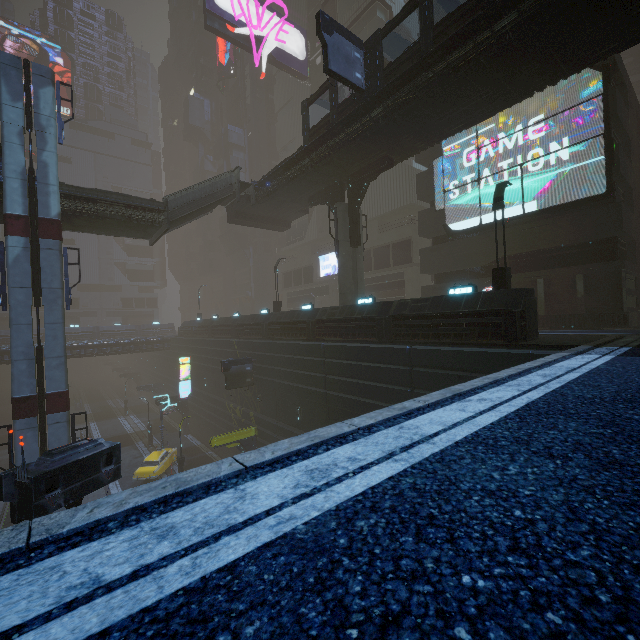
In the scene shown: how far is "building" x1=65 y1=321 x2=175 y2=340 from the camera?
50.2m

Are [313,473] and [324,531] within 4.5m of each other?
yes

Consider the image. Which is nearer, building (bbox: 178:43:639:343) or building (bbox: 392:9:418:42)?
building (bbox: 178:43:639:343)

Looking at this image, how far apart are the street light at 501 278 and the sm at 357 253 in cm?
938

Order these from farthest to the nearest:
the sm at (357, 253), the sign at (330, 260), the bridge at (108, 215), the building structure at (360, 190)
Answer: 1. the sign at (330, 260)
2. the sm at (357, 253)
3. the building structure at (360, 190)
4. the bridge at (108, 215)

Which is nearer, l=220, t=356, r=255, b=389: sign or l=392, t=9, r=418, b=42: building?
l=220, t=356, r=255, b=389: sign

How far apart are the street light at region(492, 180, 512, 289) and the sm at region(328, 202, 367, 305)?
9.4 meters

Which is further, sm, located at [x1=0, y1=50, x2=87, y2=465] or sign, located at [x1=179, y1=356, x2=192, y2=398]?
sign, located at [x1=179, y1=356, x2=192, y2=398]
